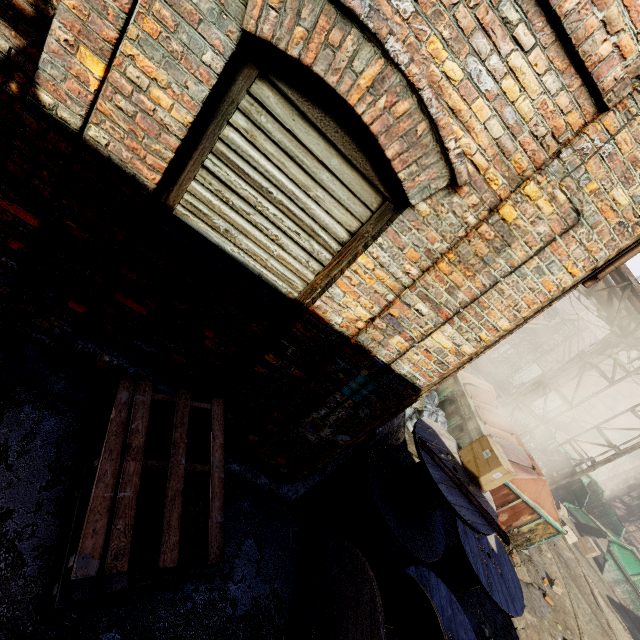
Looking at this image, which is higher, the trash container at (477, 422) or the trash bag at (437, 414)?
the trash container at (477, 422)

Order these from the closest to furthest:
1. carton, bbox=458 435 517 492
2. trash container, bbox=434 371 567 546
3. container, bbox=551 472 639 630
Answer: carton, bbox=458 435 517 492 → trash container, bbox=434 371 567 546 → container, bbox=551 472 639 630

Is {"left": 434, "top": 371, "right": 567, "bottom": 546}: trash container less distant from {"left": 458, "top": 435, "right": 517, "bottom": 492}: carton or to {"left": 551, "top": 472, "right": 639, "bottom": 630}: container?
{"left": 458, "top": 435, "right": 517, "bottom": 492}: carton

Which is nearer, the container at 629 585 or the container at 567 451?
the container at 629 585

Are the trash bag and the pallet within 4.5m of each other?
no

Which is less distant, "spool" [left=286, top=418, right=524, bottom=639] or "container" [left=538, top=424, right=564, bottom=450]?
"spool" [left=286, top=418, right=524, bottom=639]

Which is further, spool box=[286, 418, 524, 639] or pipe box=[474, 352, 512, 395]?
pipe box=[474, 352, 512, 395]

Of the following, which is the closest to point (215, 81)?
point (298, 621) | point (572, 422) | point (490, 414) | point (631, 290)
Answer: point (298, 621)
